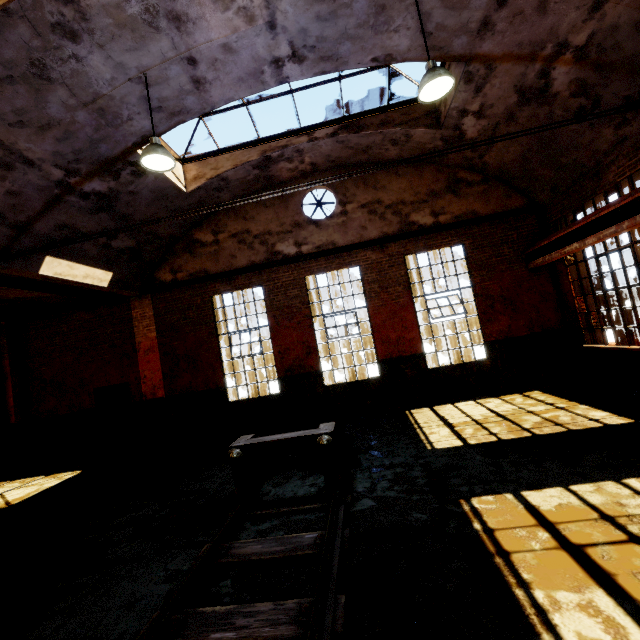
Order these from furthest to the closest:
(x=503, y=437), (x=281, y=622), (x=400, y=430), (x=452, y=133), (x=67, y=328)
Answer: (x=67, y=328), (x=452, y=133), (x=400, y=430), (x=503, y=437), (x=281, y=622)

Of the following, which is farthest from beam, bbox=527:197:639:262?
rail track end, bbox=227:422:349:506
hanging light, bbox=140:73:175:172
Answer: hanging light, bbox=140:73:175:172

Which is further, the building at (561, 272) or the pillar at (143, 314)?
the pillar at (143, 314)

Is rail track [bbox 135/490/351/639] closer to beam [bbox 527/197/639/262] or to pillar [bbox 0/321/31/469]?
Result: beam [bbox 527/197/639/262]

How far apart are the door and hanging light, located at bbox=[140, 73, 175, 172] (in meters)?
7.78

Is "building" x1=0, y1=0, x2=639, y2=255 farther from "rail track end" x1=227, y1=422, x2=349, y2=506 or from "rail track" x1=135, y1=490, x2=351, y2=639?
"rail track end" x1=227, y1=422, x2=349, y2=506

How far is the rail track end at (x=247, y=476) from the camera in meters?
4.7 m

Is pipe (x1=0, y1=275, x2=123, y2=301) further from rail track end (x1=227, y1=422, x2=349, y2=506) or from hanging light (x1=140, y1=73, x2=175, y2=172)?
rail track end (x1=227, y1=422, x2=349, y2=506)
